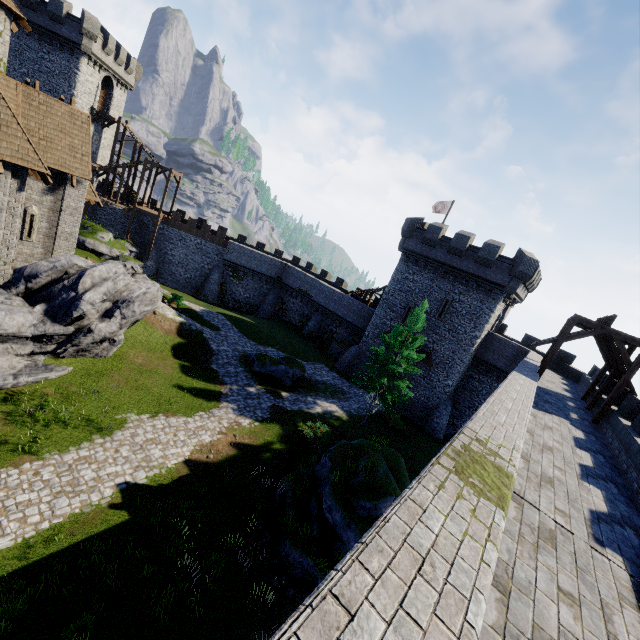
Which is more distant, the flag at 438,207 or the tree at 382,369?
the flag at 438,207

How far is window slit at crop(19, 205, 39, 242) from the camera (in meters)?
16.84

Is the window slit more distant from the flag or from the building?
the flag

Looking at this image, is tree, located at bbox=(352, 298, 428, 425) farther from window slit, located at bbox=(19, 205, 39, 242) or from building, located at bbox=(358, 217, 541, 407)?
window slit, located at bbox=(19, 205, 39, 242)

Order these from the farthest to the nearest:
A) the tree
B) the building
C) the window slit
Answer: the building, the tree, the window slit

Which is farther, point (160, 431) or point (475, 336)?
point (475, 336)

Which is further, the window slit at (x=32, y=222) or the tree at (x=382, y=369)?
the tree at (x=382, y=369)

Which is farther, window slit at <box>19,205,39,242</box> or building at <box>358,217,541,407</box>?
building at <box>358,217,541,407</box>
